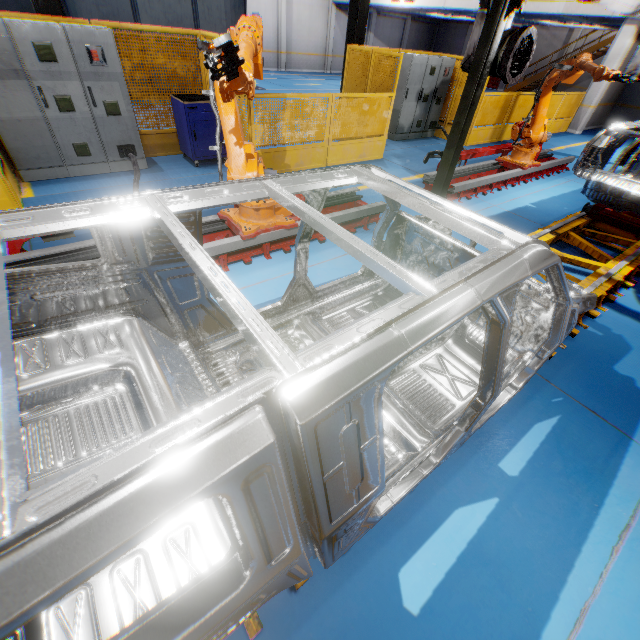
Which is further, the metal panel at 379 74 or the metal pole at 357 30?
the metal pole at 357 30

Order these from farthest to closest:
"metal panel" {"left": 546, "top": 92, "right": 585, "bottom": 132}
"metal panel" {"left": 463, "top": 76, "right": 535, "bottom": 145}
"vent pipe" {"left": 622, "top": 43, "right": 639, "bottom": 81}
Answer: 1. "metal panel" {"left": 546, "top": 92, "right": 585, "bottom": 132}
2. "metal panel" {"left": 463, "top": 76, "right": 535, "bottom": 145}
3. "vent pipe" {"left": 622, "top": 43, "right": 639, "bottom": 81}

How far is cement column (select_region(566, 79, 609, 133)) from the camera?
13.45m

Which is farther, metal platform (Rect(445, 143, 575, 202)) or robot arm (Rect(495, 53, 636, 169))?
metal platform (Rect(445, 143, 575, 202))

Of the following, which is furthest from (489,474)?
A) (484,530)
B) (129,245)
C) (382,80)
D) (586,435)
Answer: (382,80)

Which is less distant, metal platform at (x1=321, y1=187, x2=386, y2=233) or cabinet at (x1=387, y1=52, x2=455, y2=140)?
metal platform at (x1=321, y1=187, x2=386, y2=233)

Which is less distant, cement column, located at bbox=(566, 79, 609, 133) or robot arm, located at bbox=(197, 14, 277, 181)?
robot arm, located at bbox=(197, 14, 277, 181)

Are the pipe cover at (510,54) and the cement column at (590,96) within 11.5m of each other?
no
